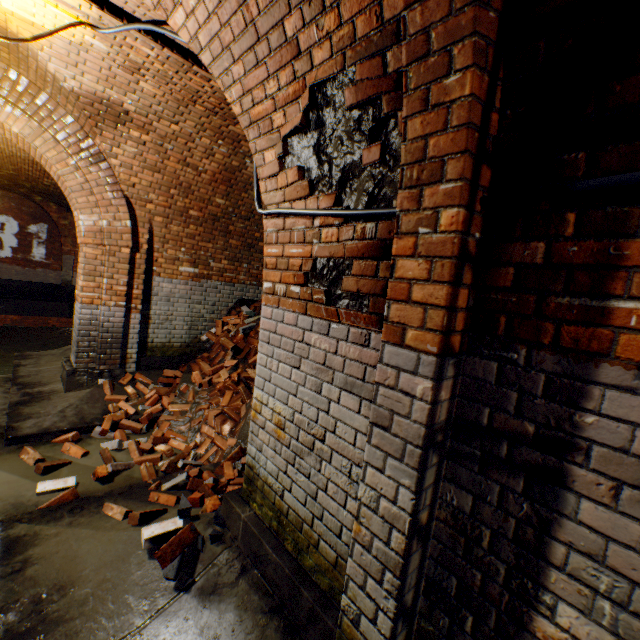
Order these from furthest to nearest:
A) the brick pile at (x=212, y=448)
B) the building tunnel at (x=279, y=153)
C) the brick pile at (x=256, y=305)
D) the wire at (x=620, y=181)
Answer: the brick pile at (x=256, y=305)
the brick pile at (x=212, y=448)
the building tunnel at (x=279, y=153)
the wire at (x=620, y=181)

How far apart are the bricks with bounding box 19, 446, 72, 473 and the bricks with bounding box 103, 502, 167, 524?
1.2 meters

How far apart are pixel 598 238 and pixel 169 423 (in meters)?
5.34

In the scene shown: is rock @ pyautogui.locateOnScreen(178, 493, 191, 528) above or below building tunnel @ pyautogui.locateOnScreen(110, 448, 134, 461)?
above

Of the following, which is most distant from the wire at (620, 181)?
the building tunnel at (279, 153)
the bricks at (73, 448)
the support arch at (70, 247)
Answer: the bricks at (73, 448)

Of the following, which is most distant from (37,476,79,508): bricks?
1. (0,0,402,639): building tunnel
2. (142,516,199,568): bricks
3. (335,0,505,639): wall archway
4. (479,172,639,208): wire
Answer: (479,172,639,208): wire

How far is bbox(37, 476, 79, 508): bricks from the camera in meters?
3.1

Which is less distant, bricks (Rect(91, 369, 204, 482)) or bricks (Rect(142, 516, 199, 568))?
bricks (Rect(142, 516, 199, 568))
